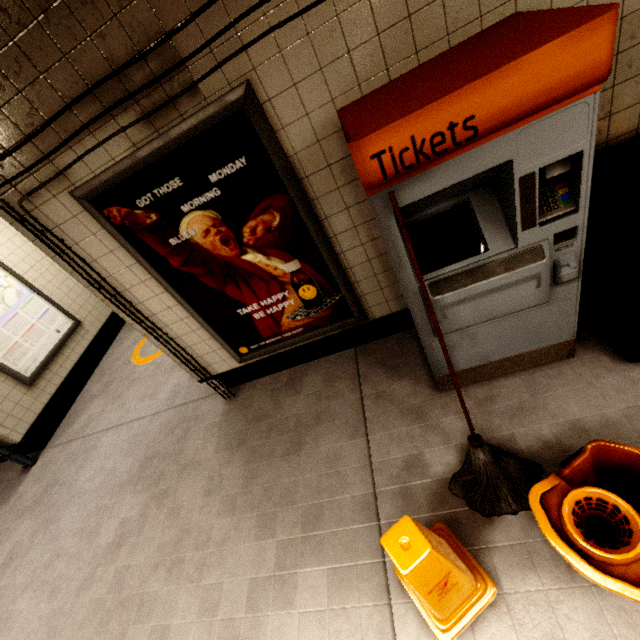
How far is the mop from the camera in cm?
156

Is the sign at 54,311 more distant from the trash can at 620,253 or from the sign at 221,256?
the trash can at 620,253

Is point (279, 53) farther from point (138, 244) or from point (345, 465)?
point (345, 465)

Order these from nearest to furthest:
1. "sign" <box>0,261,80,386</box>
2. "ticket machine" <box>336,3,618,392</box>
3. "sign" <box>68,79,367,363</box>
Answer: "ticket machine" <box>336,3,618,392</box> → "sign" <box>68,79,367,363</box> → "sign" <box>0,261,80,386</box>

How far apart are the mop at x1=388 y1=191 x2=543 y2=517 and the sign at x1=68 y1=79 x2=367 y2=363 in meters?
0.8

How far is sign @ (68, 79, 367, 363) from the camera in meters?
1.8 m

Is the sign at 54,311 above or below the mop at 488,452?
above

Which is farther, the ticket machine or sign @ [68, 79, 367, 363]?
sign @ [68, 79, 367, 363]
